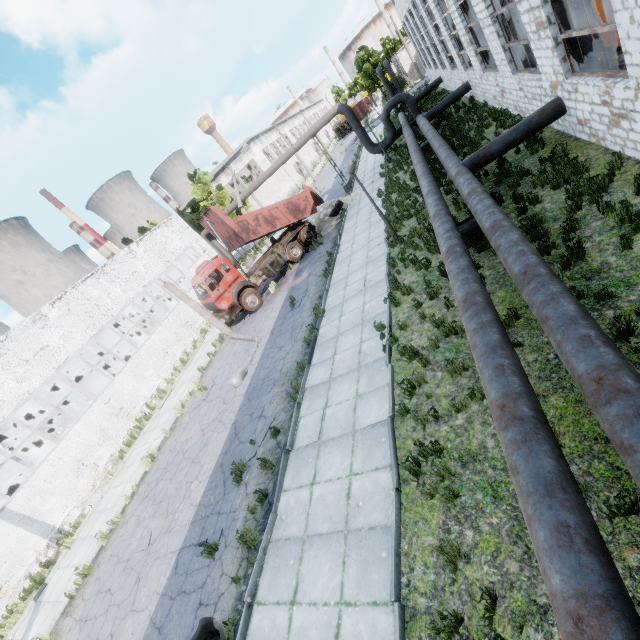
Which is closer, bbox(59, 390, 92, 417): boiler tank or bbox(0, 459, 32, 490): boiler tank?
bbox(0, 459, 32, 490): boiler tank

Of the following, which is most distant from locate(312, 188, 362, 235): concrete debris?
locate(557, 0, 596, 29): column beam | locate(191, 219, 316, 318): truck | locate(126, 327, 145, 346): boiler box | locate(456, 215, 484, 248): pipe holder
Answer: locate(126, 327, 145, 346): boiler box

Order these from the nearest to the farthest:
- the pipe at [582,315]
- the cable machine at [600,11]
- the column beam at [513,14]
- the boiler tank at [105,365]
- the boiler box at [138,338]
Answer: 1. the pipe at [582,315]
2. the cable machine at [600,11]
3. the column beam at [513,14]
4. the boiler tank at [105,365]
5. the boiler box at [138,338]

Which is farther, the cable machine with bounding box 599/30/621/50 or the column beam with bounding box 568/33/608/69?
the cable machine with bounding box 599/30/621/50

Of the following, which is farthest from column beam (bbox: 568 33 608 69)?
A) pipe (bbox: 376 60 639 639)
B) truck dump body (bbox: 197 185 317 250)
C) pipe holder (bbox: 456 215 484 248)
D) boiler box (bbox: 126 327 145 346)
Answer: boiler box (bbox: 126 327 145 346)

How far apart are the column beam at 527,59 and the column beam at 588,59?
4.0 meters

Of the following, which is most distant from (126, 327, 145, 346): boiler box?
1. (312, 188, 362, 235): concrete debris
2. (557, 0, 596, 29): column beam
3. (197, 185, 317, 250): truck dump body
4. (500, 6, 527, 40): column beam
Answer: (557, 0, 596, 29): column beam

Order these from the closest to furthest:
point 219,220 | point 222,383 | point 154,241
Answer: point 222,383 < point 219,220 < point 154,241
